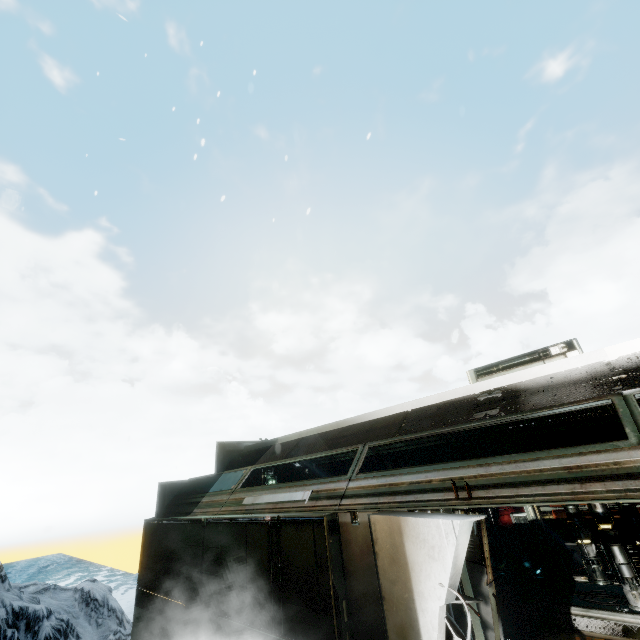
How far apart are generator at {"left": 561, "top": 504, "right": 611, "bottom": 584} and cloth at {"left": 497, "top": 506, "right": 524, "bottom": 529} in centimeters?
337cm

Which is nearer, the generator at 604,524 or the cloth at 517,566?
the generator at 604,524

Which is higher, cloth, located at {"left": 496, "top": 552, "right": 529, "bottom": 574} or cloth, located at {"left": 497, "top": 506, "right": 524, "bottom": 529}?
cloth, located at {"left": 497, "top": 506, "right": 524, "bottom": 529}

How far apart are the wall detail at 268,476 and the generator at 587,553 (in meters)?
7.90

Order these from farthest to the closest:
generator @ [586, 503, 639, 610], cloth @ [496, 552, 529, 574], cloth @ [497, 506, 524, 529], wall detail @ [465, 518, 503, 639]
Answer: cloth @ [497, 506, 524, 529]
cloth @ [496, 552, 529, 574]
generator @ [586, 503, 639, 610]
wall detail @ [465, 518, 503, 639]

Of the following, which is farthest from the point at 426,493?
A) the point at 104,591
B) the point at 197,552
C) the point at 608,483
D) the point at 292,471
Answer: the point at 104,591

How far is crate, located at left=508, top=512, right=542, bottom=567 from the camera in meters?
9.9

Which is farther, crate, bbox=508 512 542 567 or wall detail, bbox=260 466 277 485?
wall detail, bbox=260 466 277 485
